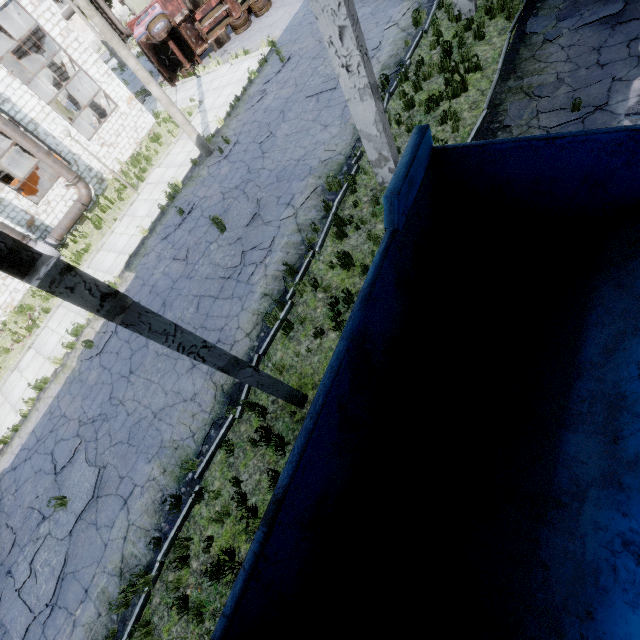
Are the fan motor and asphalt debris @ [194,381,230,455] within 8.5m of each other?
no

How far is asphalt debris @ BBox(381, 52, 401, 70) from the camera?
10.7m

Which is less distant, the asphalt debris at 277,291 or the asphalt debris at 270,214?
the asphalt debris at 277,291

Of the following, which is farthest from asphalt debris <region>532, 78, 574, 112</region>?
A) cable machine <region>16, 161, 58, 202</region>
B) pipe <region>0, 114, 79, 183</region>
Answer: cable machine <region>16, 161, 58, 202</region>

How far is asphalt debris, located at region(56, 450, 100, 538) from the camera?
8.0m

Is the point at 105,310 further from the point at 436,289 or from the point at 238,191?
the point at 238,191

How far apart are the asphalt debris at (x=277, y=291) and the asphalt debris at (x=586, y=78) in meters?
6.4 m

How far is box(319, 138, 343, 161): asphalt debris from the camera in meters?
10.0 m
